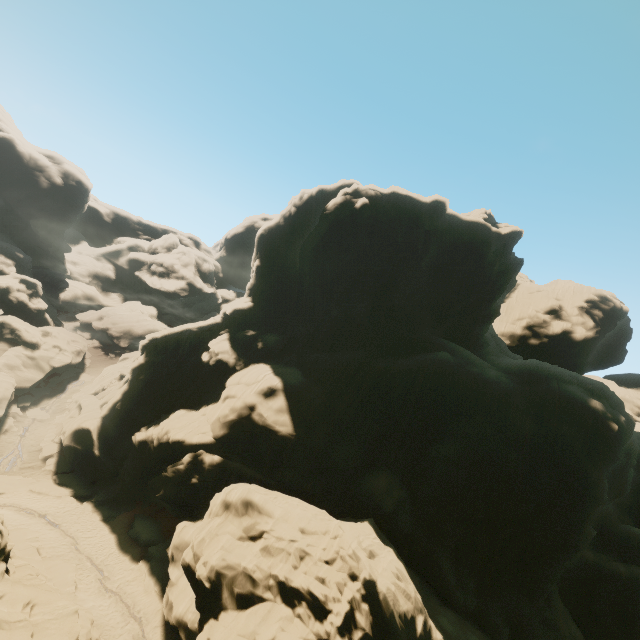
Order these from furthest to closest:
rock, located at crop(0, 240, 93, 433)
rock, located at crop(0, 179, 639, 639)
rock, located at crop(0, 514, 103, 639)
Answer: rock, located at crop(0, 240, 93, 433) → rock, located at crop(0, 179, 639, 639) → rock, located at crop(0, 514, 103, 639)

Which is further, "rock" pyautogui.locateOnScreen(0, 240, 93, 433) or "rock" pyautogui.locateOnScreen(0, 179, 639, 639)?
"rock" pyautogui.locateOnScreen(0, 240, 93, 433)

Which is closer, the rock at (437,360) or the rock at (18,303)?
the rock at (437,360)

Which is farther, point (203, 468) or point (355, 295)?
point (355, 295)
